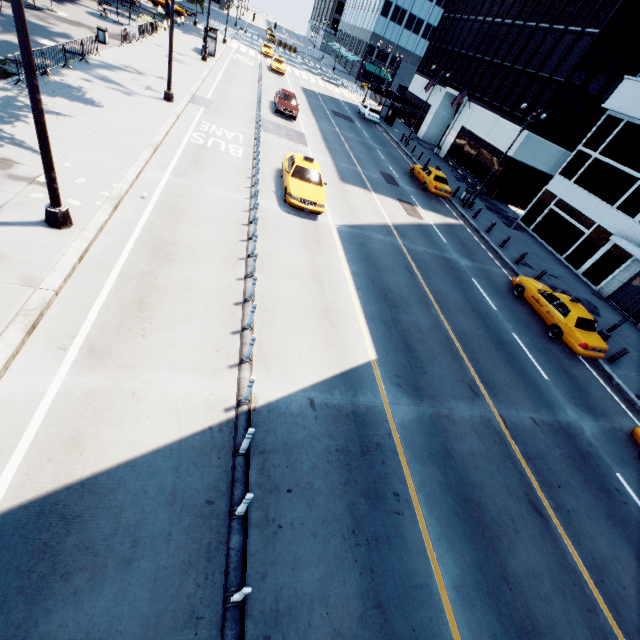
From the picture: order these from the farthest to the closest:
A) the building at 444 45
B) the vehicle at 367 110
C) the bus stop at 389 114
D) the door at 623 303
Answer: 1. the bus stop at 389 114
2. the vehicle at 367 110
3. the building at 444 45
4. the door at 623 303

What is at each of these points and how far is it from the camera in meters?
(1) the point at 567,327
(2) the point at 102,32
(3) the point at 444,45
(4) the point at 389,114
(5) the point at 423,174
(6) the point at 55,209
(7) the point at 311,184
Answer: (1) vehicle, 14.1 m
(2) garbage can, 22.3 m
(3) building, 42.9 m
(4) bus stop, 43.7 m
(5) vehicle, 25.7 m
(6) light, 8.3 m
(7) vehicle, 15.1 m

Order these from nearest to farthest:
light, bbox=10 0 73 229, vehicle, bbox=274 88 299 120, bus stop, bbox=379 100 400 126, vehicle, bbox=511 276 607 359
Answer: light, bbox=10 0 73 229, vehicle, bbox=511 276 607 359, vehicle, bbox=274 88 299 120, bus stop, bbox=379 100 400 126

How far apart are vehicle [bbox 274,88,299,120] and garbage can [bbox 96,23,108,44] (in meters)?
12.01

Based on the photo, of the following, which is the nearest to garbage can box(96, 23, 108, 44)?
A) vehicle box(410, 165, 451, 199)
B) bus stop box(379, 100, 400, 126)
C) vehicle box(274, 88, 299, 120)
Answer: vehicle box(274, 88, 299, 120)

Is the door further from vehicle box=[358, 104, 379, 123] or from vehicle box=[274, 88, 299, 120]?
vehicle box=[358, 104, 379, 123]

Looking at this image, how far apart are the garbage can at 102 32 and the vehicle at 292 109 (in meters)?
12.01

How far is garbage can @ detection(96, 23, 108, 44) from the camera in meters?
22.2
